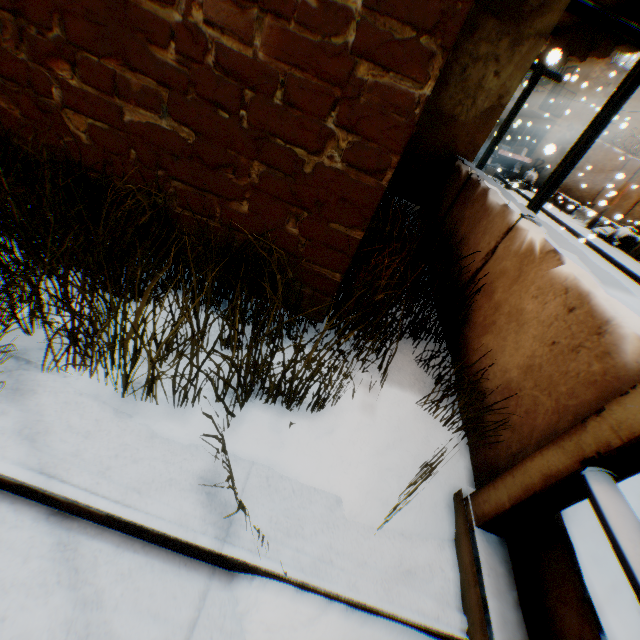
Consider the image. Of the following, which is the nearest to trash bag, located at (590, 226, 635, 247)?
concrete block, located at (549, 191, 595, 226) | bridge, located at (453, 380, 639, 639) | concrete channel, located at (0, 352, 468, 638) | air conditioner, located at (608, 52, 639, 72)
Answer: concrete block, located at (549, 191, 595, 226)

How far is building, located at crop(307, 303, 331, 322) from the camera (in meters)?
2.24

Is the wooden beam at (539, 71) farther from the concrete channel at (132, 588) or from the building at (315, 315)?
the concrete channel at (132, 588)

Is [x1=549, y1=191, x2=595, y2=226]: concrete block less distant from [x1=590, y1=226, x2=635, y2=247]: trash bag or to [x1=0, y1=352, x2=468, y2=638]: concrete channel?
[x1=590, y1=226, x2=635, y2=247]: trash bag

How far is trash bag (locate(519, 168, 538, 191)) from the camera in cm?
1872

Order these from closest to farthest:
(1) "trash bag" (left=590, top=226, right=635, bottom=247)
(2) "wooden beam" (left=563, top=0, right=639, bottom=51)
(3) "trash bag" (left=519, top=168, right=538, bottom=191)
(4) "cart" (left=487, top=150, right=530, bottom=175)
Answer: (2) "wooden beam" (left=563, top=0, right=639, bottom=51), (1) "trash bag" (left=590, top=226, right=635, bottom=247), (4) "cart" (left=487, top=150, right=530, bottom=175), (3) "trash bag" (left=519, top=168, right=538, bottom=191)

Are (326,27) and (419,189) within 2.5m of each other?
no

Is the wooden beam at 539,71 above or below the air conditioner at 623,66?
below
